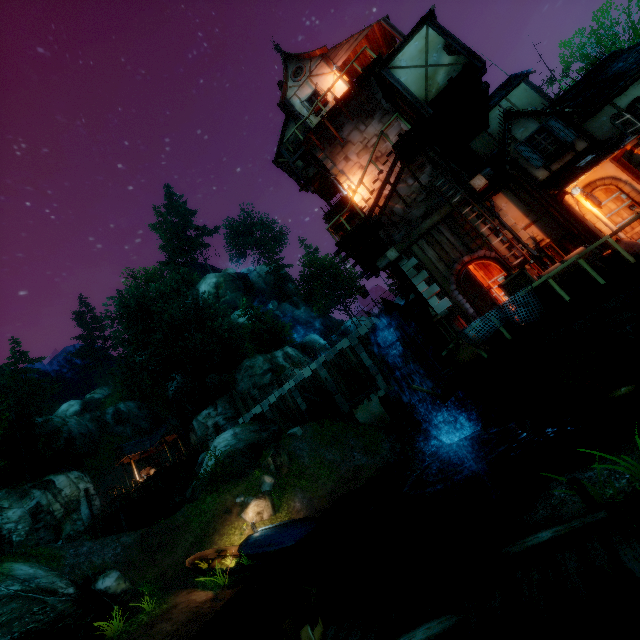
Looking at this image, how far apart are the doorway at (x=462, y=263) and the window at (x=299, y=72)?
13.78m

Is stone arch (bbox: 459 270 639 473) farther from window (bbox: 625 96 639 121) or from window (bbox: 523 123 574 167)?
window (bbox: 625 96 639 121)

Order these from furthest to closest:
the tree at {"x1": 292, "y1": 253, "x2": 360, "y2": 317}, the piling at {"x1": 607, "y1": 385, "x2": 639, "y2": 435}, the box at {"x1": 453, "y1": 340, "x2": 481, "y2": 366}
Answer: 1. the tree at {"x1": 292, "y1": 253, "x2": 360, "y2": 317}
2. the box at {"x1": 453, "y1": 340, "x2": 481, "y2": 366}
3. the piling at {"x1": 607, "y1": 385, "x2": 639, "y2": 435}

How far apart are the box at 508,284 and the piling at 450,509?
6.9 meters

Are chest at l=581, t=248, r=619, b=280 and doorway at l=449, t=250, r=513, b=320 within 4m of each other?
yes

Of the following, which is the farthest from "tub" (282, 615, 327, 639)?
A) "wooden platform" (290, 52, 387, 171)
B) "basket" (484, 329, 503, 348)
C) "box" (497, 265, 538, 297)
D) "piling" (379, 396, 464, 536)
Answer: "wooden platform" (290, 52, 387, 171)

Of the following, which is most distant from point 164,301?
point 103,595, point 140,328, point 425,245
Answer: point 425,245

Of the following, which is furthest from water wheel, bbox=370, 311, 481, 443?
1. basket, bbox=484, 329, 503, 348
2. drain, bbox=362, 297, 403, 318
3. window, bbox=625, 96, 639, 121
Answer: window, bbox=625, 96, 639, 121
